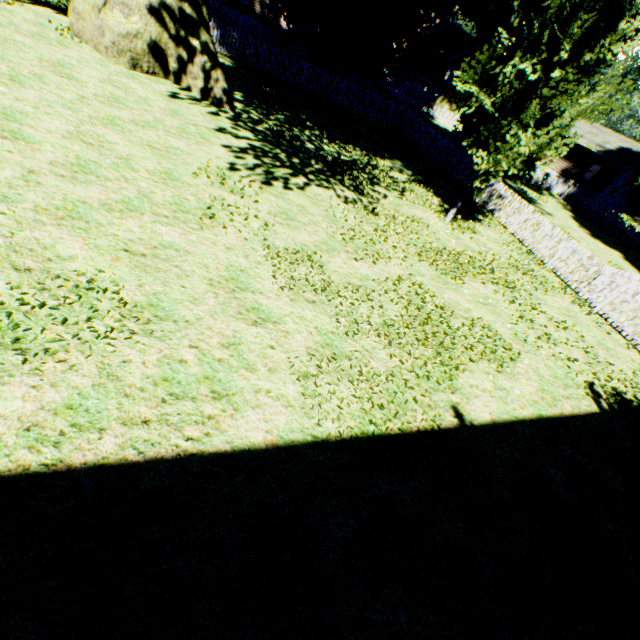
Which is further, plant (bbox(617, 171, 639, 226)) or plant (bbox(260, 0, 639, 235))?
plant (bbox(617, 171, 639, 226))

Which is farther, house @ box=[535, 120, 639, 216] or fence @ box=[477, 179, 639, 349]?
house @ box=[535, 120, 639, 216]

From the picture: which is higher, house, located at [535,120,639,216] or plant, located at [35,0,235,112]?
house, located at [535,120,639,216]

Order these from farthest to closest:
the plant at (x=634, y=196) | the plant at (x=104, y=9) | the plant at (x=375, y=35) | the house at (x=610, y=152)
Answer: the house at (x=610, y=152), the plant at (x=634, y=196), the plant at (x=104, y=9), the plant at (x=375, y=35)

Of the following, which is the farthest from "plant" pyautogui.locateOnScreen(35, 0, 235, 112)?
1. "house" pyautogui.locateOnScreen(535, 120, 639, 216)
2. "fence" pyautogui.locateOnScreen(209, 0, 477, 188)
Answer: "house" pyautogui.locateOnScreen(535, 120, 639, 216)

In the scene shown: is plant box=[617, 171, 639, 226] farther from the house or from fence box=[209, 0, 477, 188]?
the house

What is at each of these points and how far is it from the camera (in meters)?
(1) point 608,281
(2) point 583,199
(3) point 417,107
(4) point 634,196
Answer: (1) fence, 12.11
(2) fence, 33.44
(3) fence, 33.66
(4) plant, 20.81

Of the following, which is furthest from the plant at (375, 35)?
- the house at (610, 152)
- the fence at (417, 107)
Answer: the house at (610, 152)
